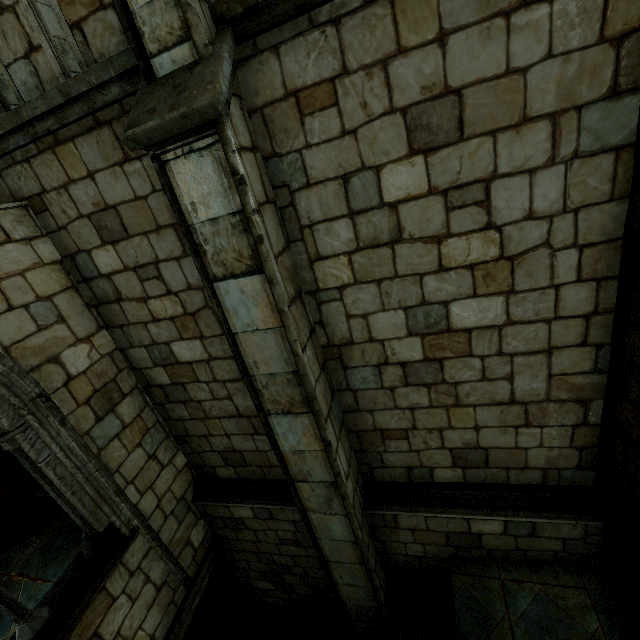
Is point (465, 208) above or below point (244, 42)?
below
